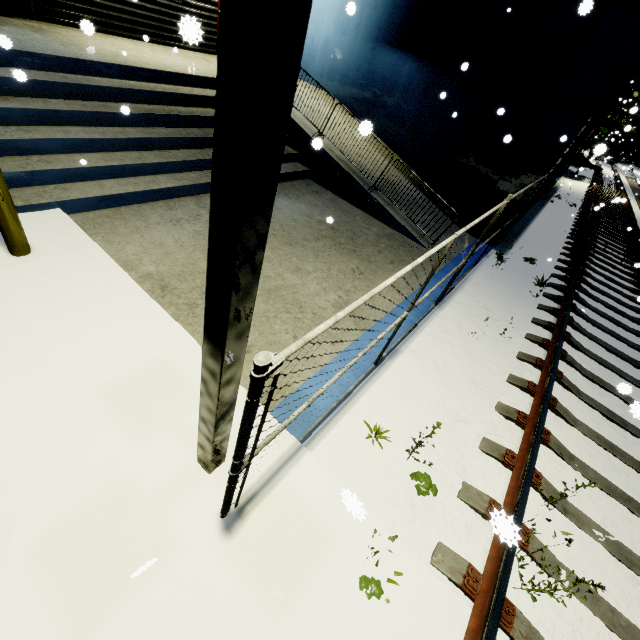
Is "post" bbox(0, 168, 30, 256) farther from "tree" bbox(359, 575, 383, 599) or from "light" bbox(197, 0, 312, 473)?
"tree" bbox(359, 575, 383, 599)

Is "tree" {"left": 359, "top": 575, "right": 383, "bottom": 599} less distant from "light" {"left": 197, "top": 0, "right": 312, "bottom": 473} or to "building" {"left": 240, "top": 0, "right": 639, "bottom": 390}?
"light" {"left": 197, "top": 0, "right": 312, "bottom": 473}

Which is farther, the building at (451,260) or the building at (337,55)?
the building at (451,260)

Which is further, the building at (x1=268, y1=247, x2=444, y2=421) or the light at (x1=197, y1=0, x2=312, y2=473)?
the building at (x1=268, y1=247, x2=444, y2=421)

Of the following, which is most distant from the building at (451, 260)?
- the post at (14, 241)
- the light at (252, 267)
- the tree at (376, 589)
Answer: the tree at (376, 589)

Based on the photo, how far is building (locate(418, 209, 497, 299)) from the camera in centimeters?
680cm

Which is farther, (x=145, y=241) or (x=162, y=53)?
(x=162, y=53)

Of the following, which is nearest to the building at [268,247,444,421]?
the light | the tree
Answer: the light
